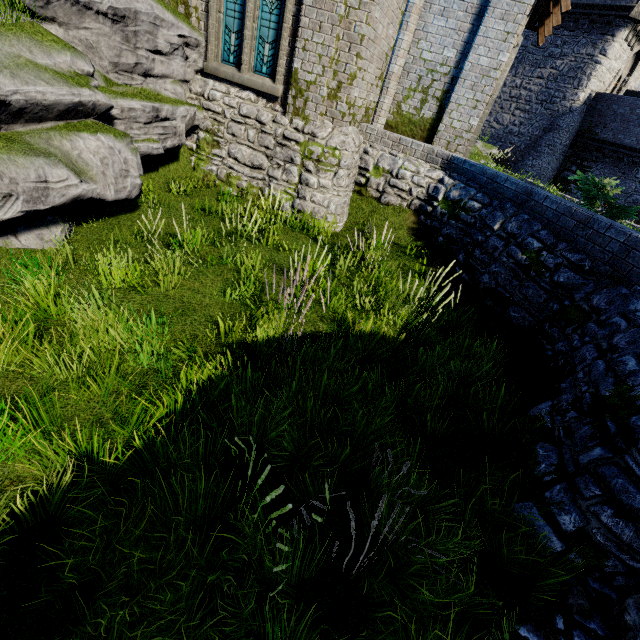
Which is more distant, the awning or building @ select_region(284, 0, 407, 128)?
the awning

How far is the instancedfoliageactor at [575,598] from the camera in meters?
2.9 m

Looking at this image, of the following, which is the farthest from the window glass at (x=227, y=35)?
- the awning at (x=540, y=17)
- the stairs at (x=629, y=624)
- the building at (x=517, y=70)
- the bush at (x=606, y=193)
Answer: the building at (x=517, y=70)

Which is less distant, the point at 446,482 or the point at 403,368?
the point at 446,482

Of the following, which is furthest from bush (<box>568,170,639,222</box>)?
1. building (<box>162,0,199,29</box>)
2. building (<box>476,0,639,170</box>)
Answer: building (<box>476,0,639,170</box>)

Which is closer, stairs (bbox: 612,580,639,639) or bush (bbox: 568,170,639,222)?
stairs (bbox: 612,580,639,639)

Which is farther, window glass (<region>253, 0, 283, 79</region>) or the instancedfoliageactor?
window glass (<region>253, 0, 283, 79</region>)

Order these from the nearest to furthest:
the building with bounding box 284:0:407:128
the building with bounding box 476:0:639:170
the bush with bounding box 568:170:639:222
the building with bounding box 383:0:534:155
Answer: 1. the bush with bounding box 568:170:639:222
2. the building with bounding box 284:0:407:128
3. the building with bounding box 383:0:534:155
4. the building with bounding box 476:0:639:170
